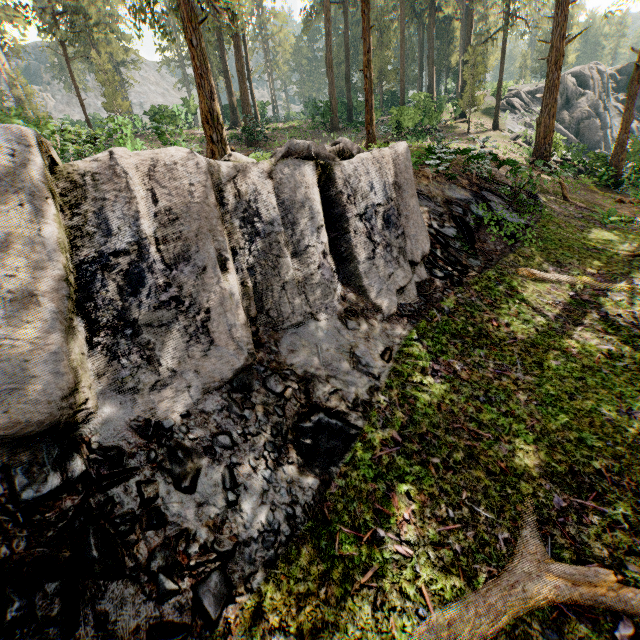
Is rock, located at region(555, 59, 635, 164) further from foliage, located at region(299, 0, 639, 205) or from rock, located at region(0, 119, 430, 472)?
rock, located at region(0, 119, 430, 472)

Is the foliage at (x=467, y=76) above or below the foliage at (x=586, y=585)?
above

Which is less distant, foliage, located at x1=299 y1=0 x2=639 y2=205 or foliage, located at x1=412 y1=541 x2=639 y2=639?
foliage, located at x1=412 y1=541 x2=639 y2=639

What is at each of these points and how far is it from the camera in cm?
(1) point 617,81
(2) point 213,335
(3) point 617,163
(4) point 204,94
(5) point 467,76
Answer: (1) rock, 4600
(2) rock, 490
(3) foliage, 2077
(4) foliage, 1312
(5) foliage, 2775

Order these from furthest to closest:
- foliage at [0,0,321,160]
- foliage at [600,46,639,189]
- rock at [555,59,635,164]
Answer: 1. rock at [555,59,635,164]
2. foliage at [600,46,639,189]
3. foliage at [0,0,321,160]

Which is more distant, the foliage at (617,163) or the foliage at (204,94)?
the foliage at (617,163)

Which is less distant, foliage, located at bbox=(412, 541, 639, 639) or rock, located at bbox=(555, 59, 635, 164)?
foliage, located at bbox=(412, 541, 639, 639)
